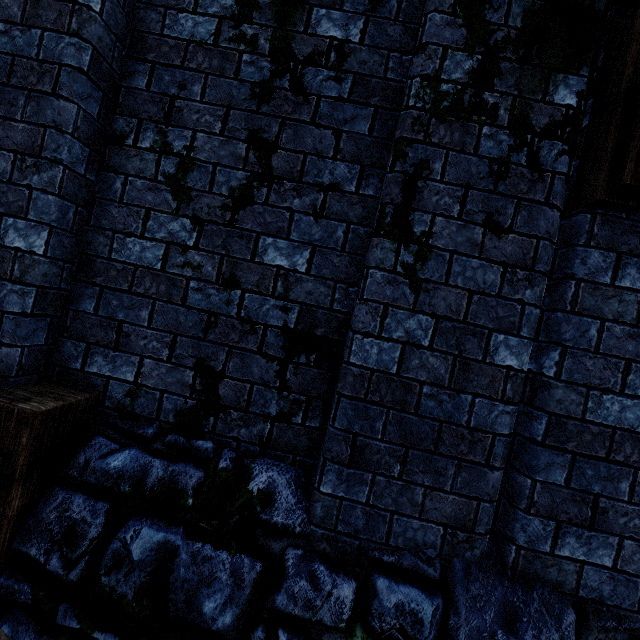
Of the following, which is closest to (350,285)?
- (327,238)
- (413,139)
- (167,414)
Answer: (327,238)
